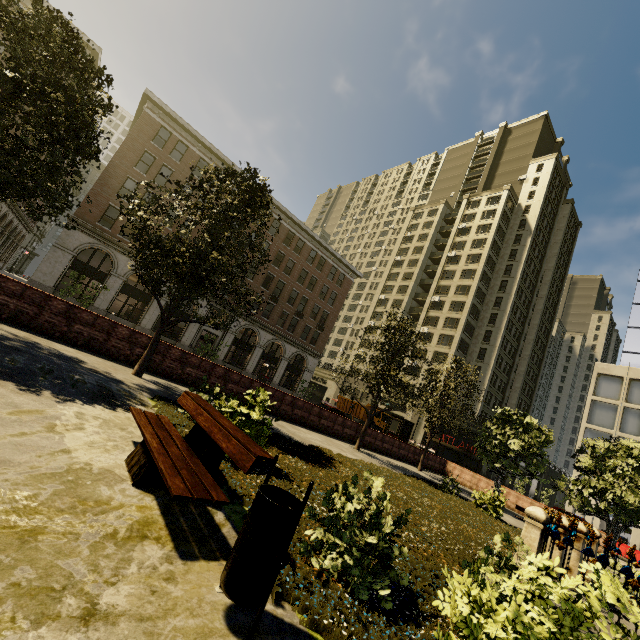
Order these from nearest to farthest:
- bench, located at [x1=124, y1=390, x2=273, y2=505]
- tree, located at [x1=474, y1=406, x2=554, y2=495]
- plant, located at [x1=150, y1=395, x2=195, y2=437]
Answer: bench, located at [x1=124, y1=390, x2=273, y2=505]
plant, located at [x1=150, y1=395, x2=195, y2=437]
tree, located at [x1=474, y1=406, x2=554, y2=495]

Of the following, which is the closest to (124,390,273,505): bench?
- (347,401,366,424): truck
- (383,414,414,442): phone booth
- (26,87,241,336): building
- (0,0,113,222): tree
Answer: (0,0,113,222): tree

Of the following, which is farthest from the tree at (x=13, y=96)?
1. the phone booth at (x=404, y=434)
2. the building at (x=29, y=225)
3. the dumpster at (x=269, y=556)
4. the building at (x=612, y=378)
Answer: the building at (x=29, y=225)

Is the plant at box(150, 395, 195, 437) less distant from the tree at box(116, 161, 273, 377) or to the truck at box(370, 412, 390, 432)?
the tree at box(116, 161, 273, 377)

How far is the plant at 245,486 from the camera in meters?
4.4 m

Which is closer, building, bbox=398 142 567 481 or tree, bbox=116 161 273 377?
tree, bbox=116 161 273 377

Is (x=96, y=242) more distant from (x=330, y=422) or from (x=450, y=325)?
(x=450, y=325)

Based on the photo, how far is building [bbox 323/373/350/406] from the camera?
56.5m
